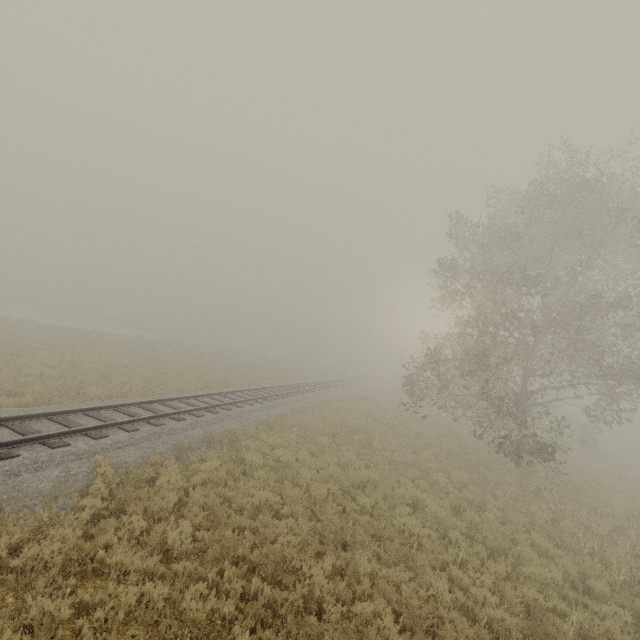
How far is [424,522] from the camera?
9.22m

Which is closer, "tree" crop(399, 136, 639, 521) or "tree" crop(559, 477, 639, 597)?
"tree" crop(559, 477, 639, 597)

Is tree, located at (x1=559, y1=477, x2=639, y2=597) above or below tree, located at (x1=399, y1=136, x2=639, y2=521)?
below

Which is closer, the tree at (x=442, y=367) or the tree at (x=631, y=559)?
the tree at (x=631, y=559)

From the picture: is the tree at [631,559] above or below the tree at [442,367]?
below
